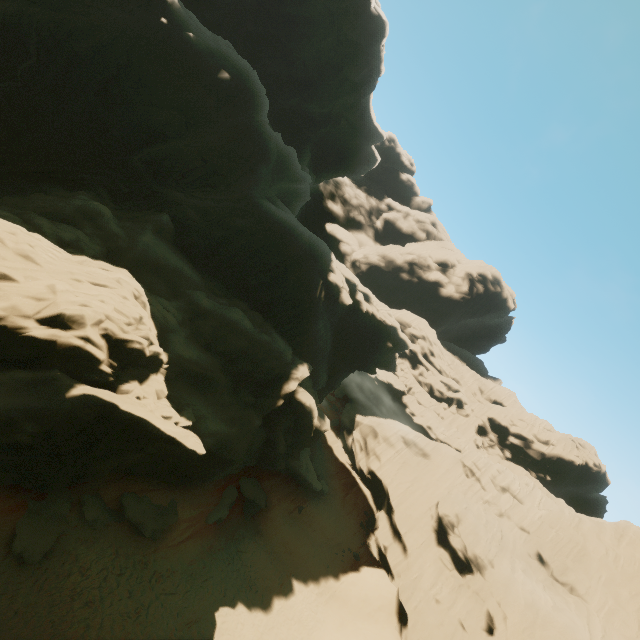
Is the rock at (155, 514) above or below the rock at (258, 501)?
below

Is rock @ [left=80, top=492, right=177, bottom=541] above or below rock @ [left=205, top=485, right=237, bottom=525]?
below

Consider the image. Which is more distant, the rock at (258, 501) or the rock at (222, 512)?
the rock at (258, 501)

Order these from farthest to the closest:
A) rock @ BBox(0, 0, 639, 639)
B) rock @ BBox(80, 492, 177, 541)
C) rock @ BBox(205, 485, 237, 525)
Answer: rock @ BBox(205, 485, 237, 525) → rock @ BBox(80, 492, 177, 541) → rock @ BBox(0, 0, 639, 639)

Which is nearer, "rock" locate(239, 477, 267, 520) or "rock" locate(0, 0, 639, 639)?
"rock" locate(0, 0, 639, 639)

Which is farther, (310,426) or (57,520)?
(310,426)
